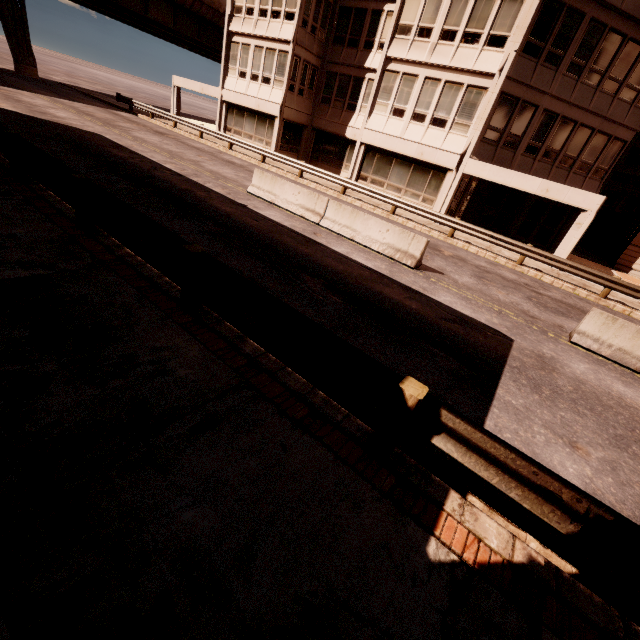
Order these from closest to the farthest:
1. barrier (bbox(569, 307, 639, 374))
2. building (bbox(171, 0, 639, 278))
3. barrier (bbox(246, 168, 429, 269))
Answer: barrier (bbox(569, 307, 639, 374)) → barrier (bbox(246, 168, 429, 269)) → building (bbox(171, 0, 639, 278))

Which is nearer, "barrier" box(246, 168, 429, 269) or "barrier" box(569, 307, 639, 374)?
"barrier" box(569, 307, 639, 374)

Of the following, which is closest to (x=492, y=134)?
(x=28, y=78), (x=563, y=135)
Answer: (x=563, y=135)

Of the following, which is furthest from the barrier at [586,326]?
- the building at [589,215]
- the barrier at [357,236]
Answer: the building at [589,215]

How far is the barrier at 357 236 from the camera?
10.58m

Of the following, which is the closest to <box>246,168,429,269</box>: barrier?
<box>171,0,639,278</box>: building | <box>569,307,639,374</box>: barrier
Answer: <box>569,307,639,374</box>: barrier

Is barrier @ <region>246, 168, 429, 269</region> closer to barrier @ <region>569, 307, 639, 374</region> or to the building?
barrier @ <region>569, 307, 639, 374</region>
